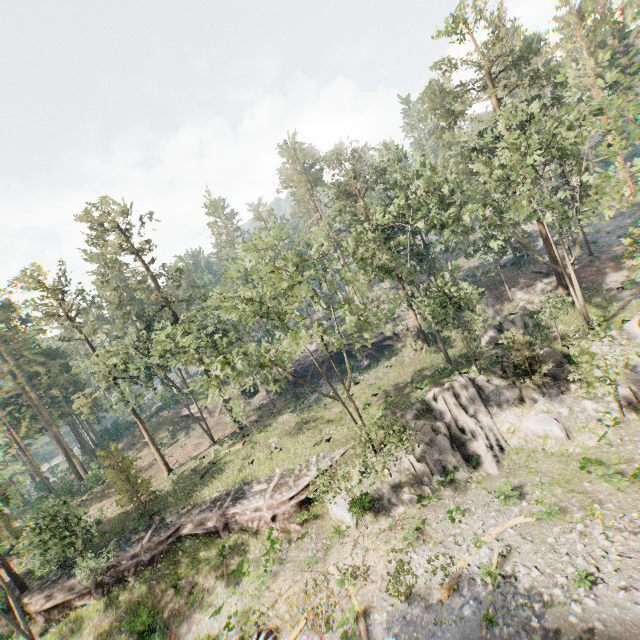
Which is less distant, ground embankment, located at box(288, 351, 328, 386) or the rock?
the rock

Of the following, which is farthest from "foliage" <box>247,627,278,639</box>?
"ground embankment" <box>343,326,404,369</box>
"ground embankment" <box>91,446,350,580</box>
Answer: "ground embankment" <box>343,326,404,369</box>

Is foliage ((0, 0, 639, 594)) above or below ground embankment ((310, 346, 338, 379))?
above

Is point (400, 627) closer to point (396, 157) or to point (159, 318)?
point (396, 157)

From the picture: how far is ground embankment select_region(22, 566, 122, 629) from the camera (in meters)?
27.20

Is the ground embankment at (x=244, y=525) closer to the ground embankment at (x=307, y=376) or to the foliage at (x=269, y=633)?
the foliage at (x=269, y=633)

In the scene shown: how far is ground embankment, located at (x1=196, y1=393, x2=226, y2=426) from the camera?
A: 51.5 meters

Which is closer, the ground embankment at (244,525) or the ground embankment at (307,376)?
the ground embankment at (244,525)
